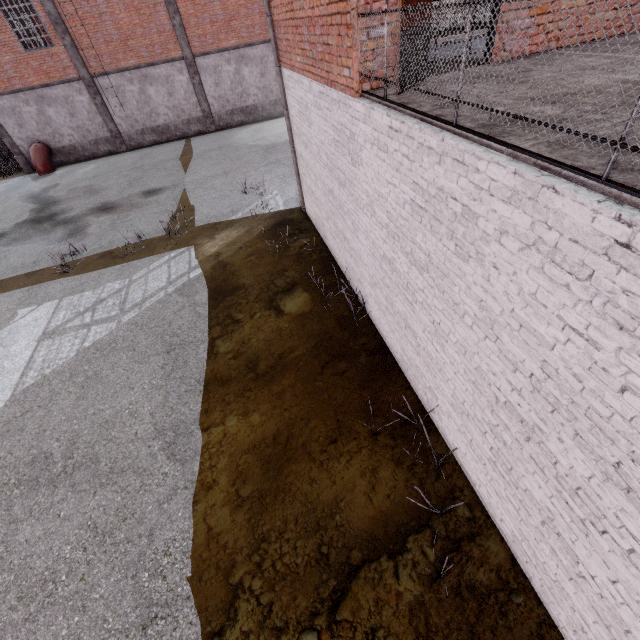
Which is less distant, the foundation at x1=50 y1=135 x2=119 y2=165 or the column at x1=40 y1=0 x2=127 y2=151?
the column at x1=40 y1=0 x2=127 y2=151

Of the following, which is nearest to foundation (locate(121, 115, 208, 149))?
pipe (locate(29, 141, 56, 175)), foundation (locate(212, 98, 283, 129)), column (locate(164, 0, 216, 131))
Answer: column (locate(164, 0, 216, 131))

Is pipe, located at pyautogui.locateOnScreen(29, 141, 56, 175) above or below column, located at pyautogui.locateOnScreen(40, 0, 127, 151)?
below

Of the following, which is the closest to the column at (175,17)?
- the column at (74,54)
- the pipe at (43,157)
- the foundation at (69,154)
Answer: the column at (74,54)

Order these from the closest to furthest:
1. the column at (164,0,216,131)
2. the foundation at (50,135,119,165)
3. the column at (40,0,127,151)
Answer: the column at (40,0,127,151) → the column at (164,0,216,131) → the foundation at (50,135,119,165)

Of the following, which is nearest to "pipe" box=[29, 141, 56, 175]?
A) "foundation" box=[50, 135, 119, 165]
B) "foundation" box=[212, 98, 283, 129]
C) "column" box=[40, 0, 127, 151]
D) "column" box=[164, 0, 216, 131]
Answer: "foundation" box=[50, 135, 119, 165]

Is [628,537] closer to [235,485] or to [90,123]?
[235,485]

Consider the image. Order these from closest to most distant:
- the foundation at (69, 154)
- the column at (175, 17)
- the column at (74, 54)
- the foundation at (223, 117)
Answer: the column at (74, 54) < the column at (175, 17) < the foundation at (69, 154) < the foundation at (223, 117)
